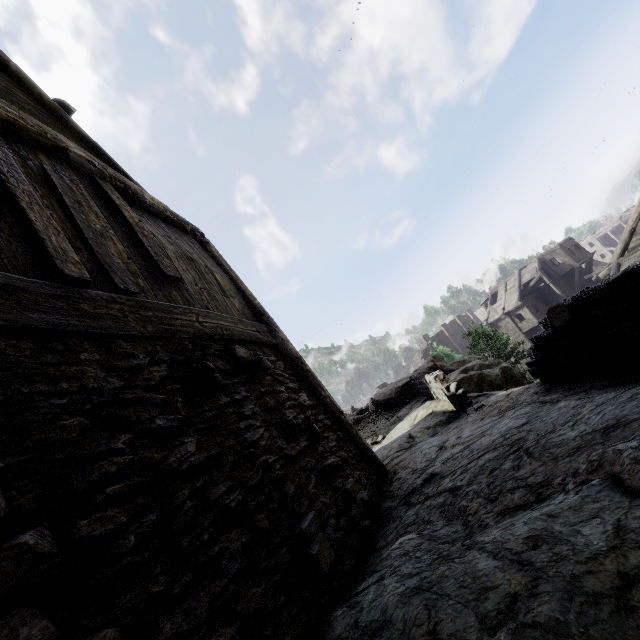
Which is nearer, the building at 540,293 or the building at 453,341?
the building at 540,293

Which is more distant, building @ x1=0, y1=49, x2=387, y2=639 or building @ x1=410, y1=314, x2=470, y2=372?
building @ x1=410, y1=314, x2=470, y2=372

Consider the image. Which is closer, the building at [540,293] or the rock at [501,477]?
the rock at [501,477]

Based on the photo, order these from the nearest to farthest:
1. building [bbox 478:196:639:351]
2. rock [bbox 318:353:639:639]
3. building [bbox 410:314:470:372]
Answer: rock [bbox 318:353:639:639]
building [bbox 478:196:639:351]
building [bbox 410:314:470:372]

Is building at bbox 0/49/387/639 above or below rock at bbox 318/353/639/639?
above

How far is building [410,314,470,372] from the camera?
50.22m

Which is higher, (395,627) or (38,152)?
Answer: (38,152)
